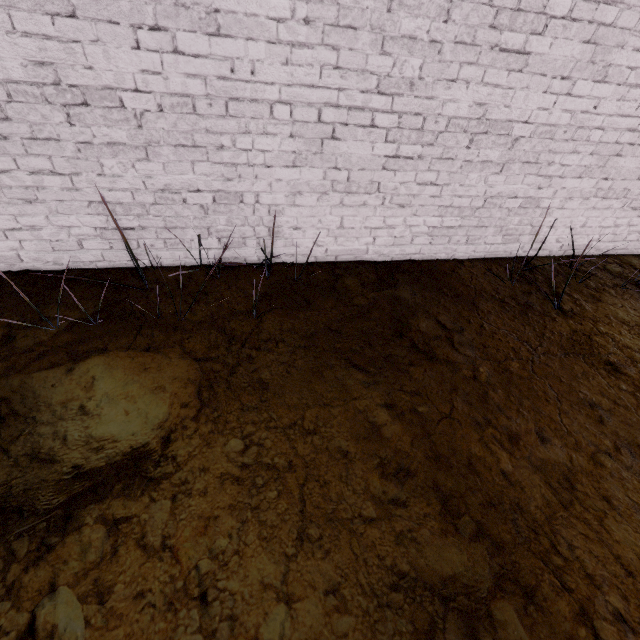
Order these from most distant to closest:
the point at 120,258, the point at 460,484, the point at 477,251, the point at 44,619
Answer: the point at 477,251, the point at 120,258, the point at 460,484, the point at 44,619
